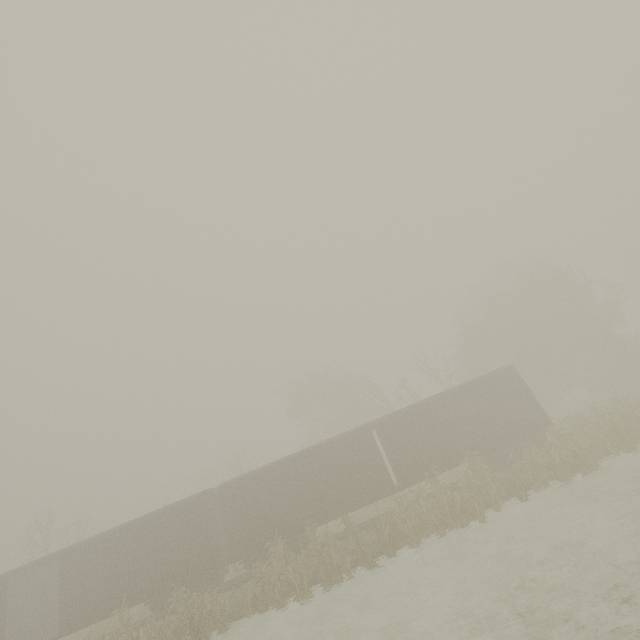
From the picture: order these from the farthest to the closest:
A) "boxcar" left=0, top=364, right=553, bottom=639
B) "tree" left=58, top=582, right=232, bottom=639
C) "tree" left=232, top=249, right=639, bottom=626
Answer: "boxcar" left=0, top=364, right=553, bottom=639 < "tree" left=232, top=249, right=639, bottom=626 < "tree" left=58, top=582, right=232, bottom=639

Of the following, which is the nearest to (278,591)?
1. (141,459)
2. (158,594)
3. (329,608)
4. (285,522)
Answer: (329,608)

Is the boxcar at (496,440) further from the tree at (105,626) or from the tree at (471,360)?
the tree at (471,360)

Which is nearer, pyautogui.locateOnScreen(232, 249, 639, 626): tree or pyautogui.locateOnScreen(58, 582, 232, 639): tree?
pyautogui.locateOnScreen(58, 582, 232, 639): tree

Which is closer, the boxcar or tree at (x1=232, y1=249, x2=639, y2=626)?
tree at (x1=232, y1=249, x2=639, y2=626)

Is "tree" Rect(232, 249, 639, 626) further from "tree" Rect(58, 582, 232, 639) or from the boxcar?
"tree" Rect(58, 582, 232, 639)

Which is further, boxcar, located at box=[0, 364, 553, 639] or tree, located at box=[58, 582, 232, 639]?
boxcar, located at box=[0, 364, 553, 639]

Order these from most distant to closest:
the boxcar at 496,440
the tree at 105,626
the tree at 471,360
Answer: the boxcar at 496,440, the tree at 471,360, the tree at 105,626
